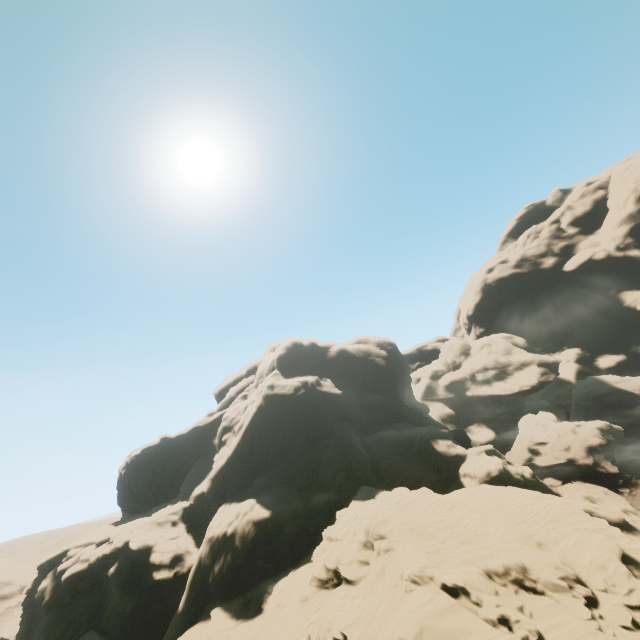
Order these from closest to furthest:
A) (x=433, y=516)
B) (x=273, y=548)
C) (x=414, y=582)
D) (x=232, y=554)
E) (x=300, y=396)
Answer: (x=414, y=582)
(x=433, y=516)
(x=232, y=554)
(x=273, y=548)
(x=300, y=396)
